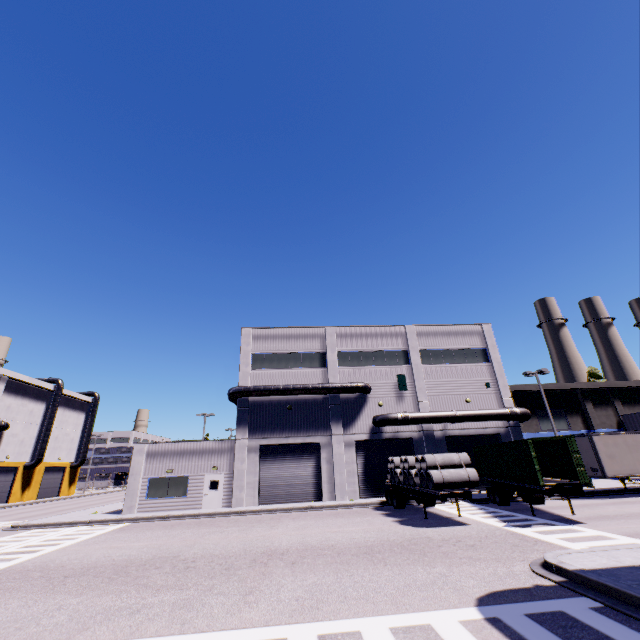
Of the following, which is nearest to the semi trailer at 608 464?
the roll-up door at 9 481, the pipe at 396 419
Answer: the pipe at 396 419

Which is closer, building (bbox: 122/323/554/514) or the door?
the door

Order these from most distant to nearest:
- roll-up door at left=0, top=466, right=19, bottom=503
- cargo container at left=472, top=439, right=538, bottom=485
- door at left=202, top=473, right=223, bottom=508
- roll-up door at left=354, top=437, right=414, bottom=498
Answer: roll-up door at left=0, top=466, right=19, bottom=503 → roll-up door at left=354, top=437, right=414, bottom=498 → door at left=202, top=473, right=223, bottom=508 → cargo container at left=472, top=439, right=538, bottom=485

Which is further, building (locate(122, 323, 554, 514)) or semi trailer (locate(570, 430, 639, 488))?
building (locate(122, 323, 554, 514))

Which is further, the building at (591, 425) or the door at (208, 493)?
the building at (591, 425)

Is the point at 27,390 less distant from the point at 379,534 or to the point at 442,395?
the point at 379,534

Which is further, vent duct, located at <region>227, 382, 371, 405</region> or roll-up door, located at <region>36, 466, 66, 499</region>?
roll-up door, located at <region>36, 466, 66, 499</region>

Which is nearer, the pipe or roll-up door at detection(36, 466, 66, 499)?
the pipe
